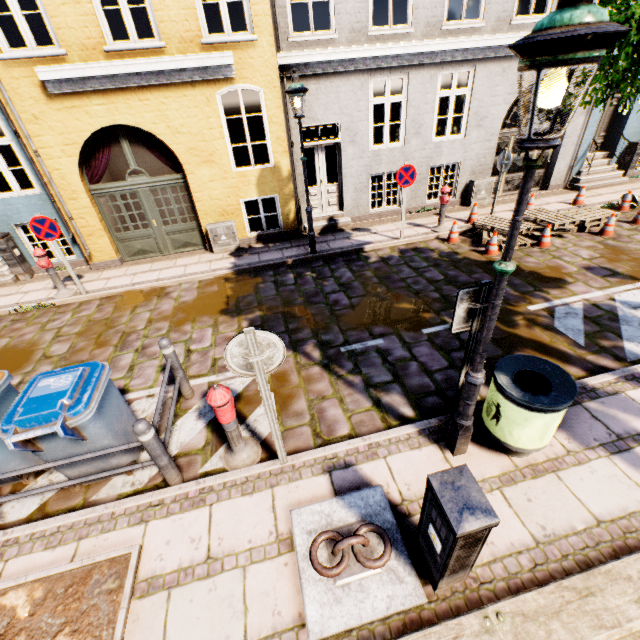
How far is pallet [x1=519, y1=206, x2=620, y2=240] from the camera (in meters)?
8.28

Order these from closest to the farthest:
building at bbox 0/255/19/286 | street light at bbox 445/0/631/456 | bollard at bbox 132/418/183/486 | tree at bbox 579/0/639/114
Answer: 1. street light at bbox 445/0/631/456
2. tree at bbox 579/0/639/114
3. bollard at bbox 132/418/183/486
4. building at bbox 0/255/19/286

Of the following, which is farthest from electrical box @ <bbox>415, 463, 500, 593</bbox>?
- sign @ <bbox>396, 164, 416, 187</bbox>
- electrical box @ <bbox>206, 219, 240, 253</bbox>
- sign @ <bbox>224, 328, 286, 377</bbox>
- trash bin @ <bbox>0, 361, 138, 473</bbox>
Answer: electrical box @ <bbox>206, 219, 240, 253</bbox>

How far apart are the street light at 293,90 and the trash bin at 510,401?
5.98m

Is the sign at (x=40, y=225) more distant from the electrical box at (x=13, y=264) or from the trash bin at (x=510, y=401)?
the trash bin at (x=510, y=401)

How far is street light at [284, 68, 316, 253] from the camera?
6.6m

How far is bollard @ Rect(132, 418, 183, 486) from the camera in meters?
3.2

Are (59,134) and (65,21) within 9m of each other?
yes
